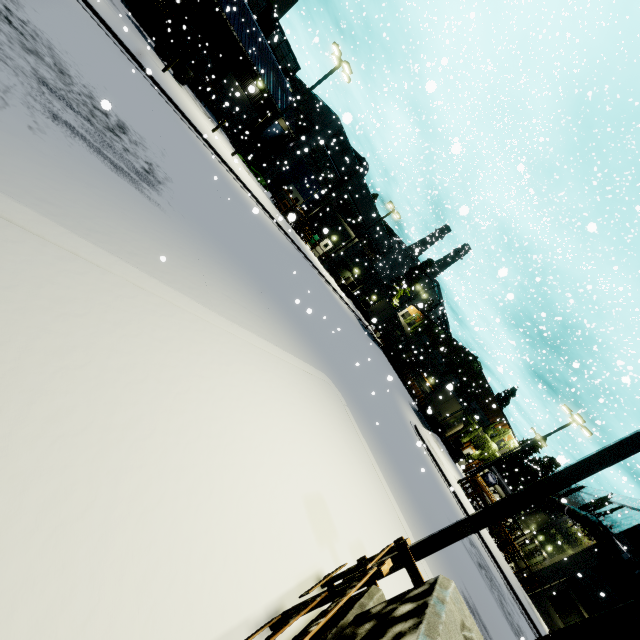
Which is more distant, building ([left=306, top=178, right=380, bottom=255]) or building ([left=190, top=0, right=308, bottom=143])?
building ([left=306, top=178, right=380, bottom=255])

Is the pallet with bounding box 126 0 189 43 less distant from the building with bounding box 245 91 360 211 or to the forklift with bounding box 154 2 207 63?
the building with bounding box 245 91 360 211

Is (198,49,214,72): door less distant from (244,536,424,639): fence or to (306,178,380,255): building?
(306,178,380,255): building

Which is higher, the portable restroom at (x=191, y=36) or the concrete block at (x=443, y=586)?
the portable restroom at (x=191, y=36)

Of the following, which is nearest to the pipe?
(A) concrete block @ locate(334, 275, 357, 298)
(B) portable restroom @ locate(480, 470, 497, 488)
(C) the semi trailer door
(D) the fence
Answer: (A) concrete block @ locate(334, 275, 357, 298)

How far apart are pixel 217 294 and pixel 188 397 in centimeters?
373cm

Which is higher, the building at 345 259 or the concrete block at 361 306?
the building at 345 259
